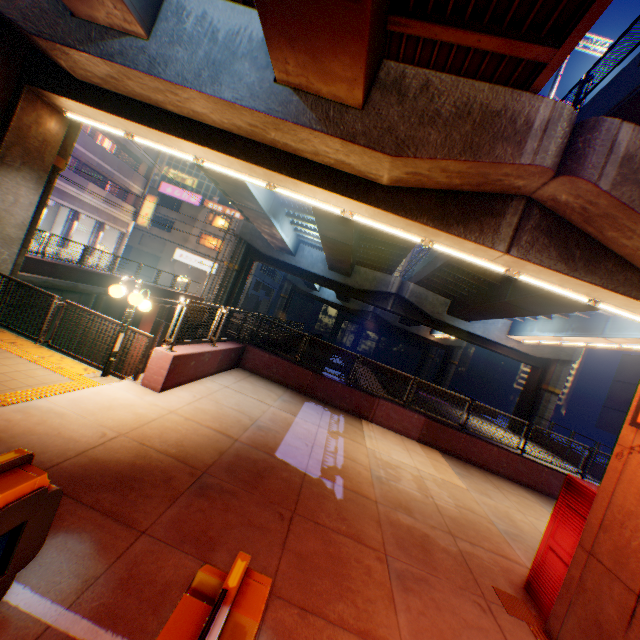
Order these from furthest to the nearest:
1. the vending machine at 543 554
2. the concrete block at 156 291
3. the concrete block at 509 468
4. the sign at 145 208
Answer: the sign at 145 208 < the concrete block at 156 291 < the concrete block at 509 468 < the vending machine at 543 554

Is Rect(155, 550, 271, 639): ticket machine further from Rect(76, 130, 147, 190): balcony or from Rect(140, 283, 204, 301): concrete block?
Rect(76, 130, 147, 190): balcony

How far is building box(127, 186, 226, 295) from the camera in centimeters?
4284cm

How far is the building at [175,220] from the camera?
42.84m

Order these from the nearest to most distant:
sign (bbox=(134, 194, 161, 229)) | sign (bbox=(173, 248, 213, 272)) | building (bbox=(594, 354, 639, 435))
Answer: building (bbox=(594, 354, 639, 435))
sign (bbox=(134, 194, 161, 229))
sign (bbox=(173, 248, 213, 272))

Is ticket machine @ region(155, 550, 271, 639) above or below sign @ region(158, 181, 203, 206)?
below

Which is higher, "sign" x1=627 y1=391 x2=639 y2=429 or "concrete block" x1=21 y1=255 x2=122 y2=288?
"sign" x1=627 y1=391 x2=639 y2=429

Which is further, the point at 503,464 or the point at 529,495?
the point at 503,464
